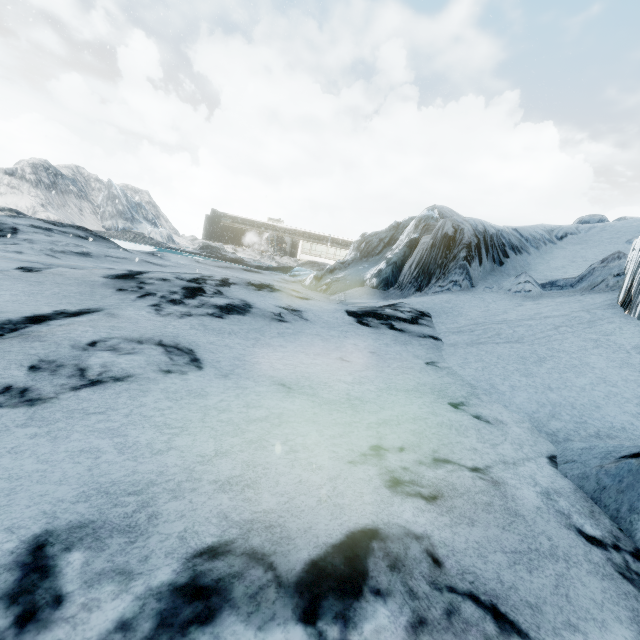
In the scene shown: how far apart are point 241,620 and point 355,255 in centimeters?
1432cm
